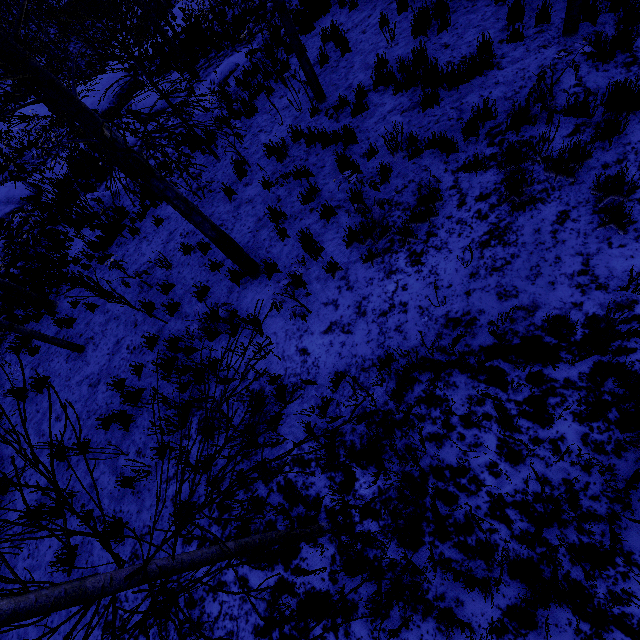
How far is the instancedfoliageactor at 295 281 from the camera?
4.45m

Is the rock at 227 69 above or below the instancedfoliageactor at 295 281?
below

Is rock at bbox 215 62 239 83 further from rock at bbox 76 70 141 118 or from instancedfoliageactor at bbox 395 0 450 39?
rock at bbox 76 70 141 118

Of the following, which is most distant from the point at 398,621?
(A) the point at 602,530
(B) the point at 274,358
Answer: (B) the point at 274,358

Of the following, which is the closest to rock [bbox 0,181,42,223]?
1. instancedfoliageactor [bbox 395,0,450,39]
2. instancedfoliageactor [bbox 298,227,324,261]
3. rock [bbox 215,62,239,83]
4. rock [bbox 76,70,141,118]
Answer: rock [bbox 76,70,141,118]

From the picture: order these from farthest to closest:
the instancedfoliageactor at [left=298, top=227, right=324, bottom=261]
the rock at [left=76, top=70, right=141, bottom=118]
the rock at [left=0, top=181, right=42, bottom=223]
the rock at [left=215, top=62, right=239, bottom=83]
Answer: the rock at [left=76, top=70, right=141, bottom=118]
the rock at [left=0, top=181, right=42, bottom=223]
the rock at [left=215, top=62, right=239, bottom=83]
the instancedfoliageactor at [left=298, top=227, right=324, bottom=261]

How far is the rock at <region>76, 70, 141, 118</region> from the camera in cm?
1641
